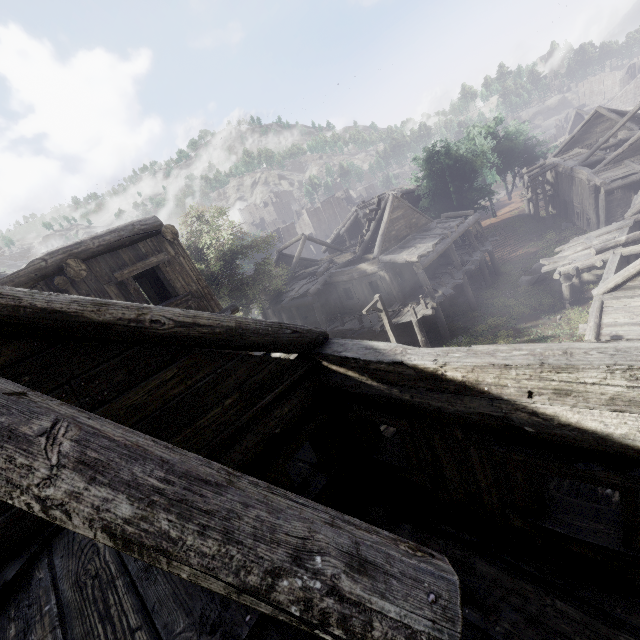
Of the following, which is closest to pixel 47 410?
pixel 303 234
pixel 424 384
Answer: pixel 424 384
